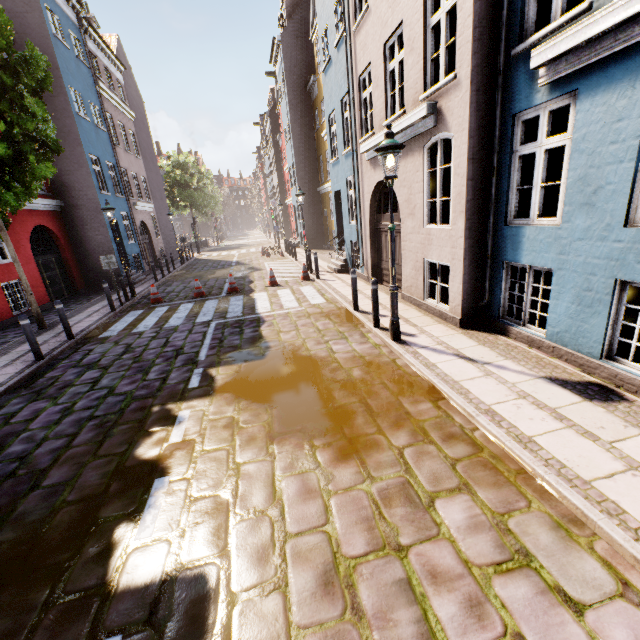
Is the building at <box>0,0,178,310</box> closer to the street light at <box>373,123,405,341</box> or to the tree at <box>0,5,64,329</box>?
the street light at <box>373,123,405,341</box>

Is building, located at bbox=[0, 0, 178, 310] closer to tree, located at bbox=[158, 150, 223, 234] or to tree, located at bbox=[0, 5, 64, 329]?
tree, located at bbox=[158, 150, 223, 234]

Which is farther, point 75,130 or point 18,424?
point 75,130

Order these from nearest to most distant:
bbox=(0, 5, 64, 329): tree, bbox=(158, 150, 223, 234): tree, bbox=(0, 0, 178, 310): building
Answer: bbox=(0, 5, 64, 329): tree
bbox=(0, 0, 178, 310): building
bbox=(158, 150, 223, 234): tree

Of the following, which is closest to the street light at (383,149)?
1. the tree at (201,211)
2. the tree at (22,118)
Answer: the tree at (22,118)

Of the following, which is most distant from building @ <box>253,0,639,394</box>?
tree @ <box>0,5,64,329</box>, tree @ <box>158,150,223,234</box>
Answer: tree @ <box>0,5,64,329</box>

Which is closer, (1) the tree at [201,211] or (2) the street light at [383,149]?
(2) the street light at [383,149]
